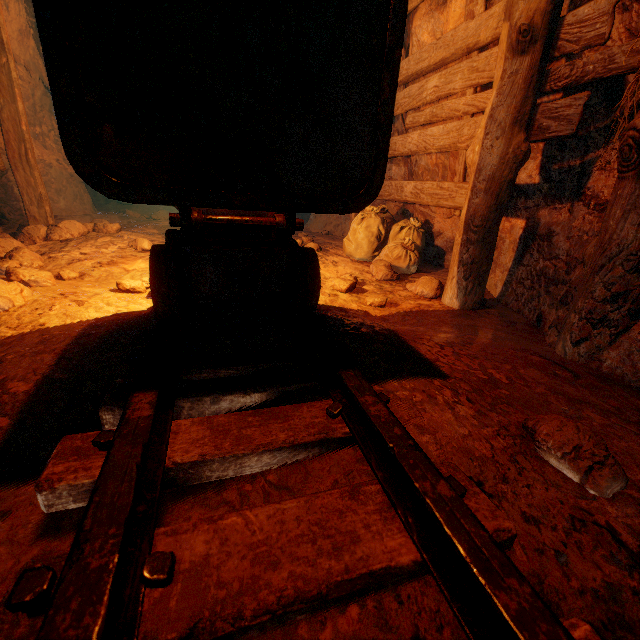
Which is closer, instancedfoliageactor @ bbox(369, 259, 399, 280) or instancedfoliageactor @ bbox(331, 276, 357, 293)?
instancedfoliageactor @ bbox(331, 276, 357, 293)

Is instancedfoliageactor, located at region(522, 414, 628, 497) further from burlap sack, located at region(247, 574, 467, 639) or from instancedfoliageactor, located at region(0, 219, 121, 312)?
instancedfoliageactor, located at region(0, 219, 121, 312)

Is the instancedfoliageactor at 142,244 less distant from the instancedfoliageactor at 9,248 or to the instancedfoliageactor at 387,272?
the instancedfoliageactor at 9,248

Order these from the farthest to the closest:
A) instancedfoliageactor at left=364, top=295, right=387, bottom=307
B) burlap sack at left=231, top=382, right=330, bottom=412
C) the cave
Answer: the cave
instancedfoliageactor at left=364, top=295, right=387, bottom=307
burlap sack at left=231, top=382, right=330, bottom=412

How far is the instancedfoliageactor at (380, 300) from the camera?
2.8m

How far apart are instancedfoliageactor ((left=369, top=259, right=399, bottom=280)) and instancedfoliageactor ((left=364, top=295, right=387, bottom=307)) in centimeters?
81cm

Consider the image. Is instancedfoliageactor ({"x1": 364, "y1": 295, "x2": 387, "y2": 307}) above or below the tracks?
below

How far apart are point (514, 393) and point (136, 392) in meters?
1.6 m
